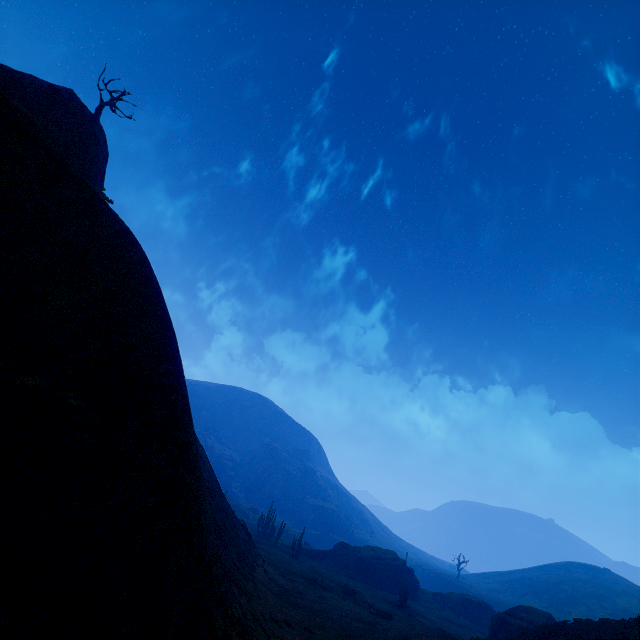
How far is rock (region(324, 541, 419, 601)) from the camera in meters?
47.9

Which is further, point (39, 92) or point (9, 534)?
point (39, 92)

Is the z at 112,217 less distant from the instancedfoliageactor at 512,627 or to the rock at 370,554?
the instancedfoliageactor at 512,627

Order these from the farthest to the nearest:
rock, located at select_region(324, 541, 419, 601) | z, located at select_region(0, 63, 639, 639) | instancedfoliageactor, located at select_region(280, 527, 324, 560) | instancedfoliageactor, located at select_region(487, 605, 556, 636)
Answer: rock, located at select_region(324, 541, 419, 601)
instancedfoliageactor, located at select_region(280, 527, 324, 560)
instancedfoliageactor, located at select_region(487, 605, 556, 636)
z, located at select_region(0, 63, 639, 639)

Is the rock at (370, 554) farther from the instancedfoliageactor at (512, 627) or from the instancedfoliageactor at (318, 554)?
the instancedfoliageactor at (512, 627)

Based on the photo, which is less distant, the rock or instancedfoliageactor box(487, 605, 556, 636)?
instancedfoliageactor box(487, 605, 556, 636)

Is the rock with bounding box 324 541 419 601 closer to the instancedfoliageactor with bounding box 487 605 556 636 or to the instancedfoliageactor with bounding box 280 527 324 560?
the instancedfoliageactor with bounding box 280 527 324 560

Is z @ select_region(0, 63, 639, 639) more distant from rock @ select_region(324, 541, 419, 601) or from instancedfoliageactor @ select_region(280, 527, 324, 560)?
rock @ select_region(324, 541, 419, 601)
